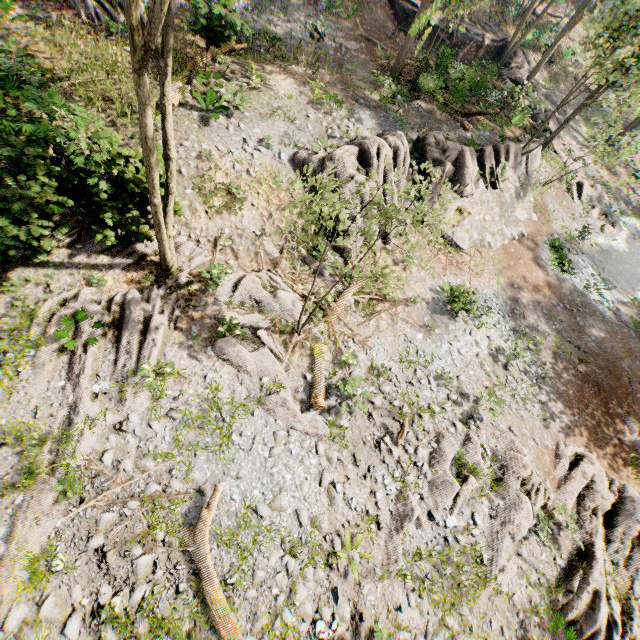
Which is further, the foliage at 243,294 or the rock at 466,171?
the rock at 466,171

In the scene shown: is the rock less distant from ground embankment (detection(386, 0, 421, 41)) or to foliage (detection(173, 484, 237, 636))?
foliage (detection(173, 484, 237, 636))

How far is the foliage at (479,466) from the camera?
9.6 meters

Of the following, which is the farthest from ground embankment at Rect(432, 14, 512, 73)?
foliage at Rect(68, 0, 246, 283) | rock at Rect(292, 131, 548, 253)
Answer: rock at Rect(292, 131, 548, 253)

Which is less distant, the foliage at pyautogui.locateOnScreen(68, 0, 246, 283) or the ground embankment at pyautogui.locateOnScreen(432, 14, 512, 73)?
the foliage at pyautogui.locateOnScreen(68, 0, 246, 283)

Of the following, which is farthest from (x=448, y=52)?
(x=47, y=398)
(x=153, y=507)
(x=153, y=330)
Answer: (x=153, y=507)
